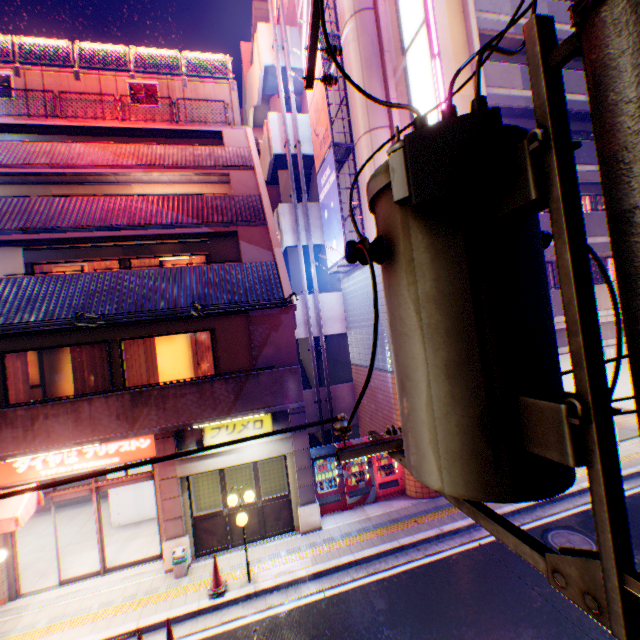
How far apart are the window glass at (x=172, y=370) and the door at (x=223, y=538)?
2.7m

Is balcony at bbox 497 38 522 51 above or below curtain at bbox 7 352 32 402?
above

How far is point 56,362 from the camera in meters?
9.8 m

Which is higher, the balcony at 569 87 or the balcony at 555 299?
the balcony at 569 87

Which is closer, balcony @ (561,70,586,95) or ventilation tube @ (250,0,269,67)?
→ balcony @ (561,70,586,95)

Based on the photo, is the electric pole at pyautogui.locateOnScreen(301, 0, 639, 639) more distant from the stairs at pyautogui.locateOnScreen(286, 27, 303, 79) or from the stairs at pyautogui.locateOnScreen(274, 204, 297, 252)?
the stairs at pyautogui.locateOnScreen(286, 27, 303, 79)

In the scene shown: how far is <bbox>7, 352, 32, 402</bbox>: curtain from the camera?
9.27m

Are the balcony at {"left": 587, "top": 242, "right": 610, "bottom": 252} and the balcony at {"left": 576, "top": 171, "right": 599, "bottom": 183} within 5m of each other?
yes
